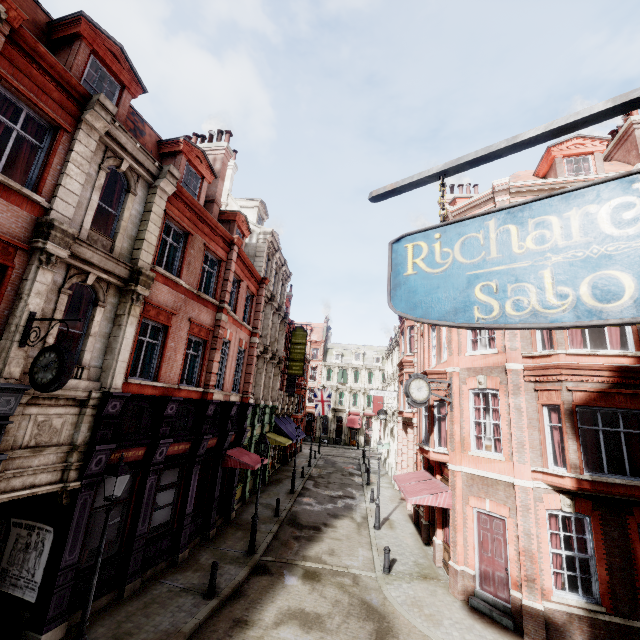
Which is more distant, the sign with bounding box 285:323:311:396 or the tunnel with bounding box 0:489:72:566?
the sign with bounding box 285:323:311:396

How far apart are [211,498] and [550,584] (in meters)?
13.62

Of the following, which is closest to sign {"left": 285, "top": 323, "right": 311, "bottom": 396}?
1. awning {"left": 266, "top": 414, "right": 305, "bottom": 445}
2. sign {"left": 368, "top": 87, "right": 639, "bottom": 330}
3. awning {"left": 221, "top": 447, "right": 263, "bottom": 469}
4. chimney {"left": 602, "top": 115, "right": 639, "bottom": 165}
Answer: awning {"left": 266, "top": 414, "right": 305, "bottom": 445}

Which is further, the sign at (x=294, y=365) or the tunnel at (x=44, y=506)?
the sign at (x=294, y=365)

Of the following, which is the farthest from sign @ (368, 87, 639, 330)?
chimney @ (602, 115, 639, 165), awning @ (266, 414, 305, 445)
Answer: awning @ (266, 414, 305, 445)

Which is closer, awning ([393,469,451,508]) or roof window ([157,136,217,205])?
awning ([393,469,451,508])

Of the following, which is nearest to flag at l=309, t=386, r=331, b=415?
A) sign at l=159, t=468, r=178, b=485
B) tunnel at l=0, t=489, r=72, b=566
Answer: sign at l=159, t=468, r=178, b=485

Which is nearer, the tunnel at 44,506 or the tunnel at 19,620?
the tunnel at 19,620
